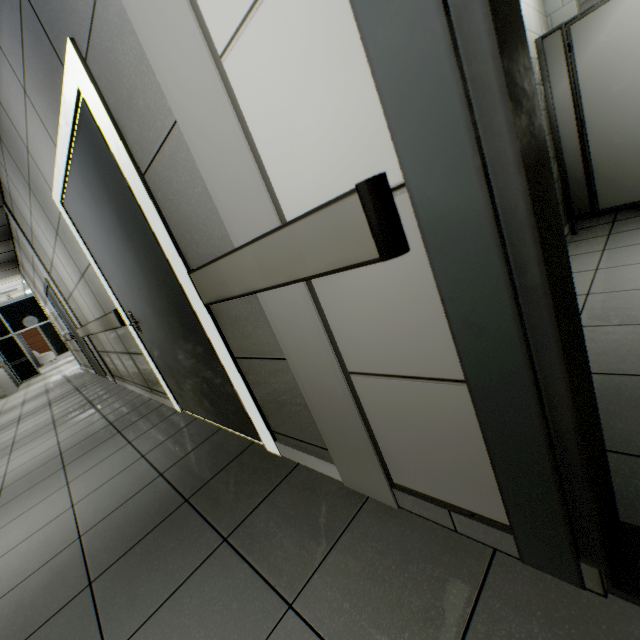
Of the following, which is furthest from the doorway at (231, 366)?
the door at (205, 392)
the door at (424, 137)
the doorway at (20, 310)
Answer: the doorway at (20, 310)

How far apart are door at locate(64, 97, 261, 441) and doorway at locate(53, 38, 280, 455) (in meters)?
0.00

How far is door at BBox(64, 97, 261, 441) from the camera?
1.7 meters

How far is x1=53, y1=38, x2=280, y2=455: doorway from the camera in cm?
142

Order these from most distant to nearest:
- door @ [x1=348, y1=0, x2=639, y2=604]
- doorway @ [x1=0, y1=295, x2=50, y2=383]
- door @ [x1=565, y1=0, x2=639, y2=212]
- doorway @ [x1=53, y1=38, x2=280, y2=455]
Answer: doorway @ [x1=0, y1=295, x2=50, y2=383] → door @ [x1=565, y1=0, x2=639, y2=212] → doorway @ [x1=53, y1=38, x2=280, y2=455] → door @ [x1=348, y1=0, x2=639, y2=604]

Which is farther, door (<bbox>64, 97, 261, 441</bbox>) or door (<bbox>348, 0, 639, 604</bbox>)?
door (<bbox>64, 97, 261, 441</bbox>)

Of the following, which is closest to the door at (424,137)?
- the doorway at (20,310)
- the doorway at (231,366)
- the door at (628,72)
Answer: the doorway at (231,366)

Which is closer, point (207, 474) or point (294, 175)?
point (294, 175)
